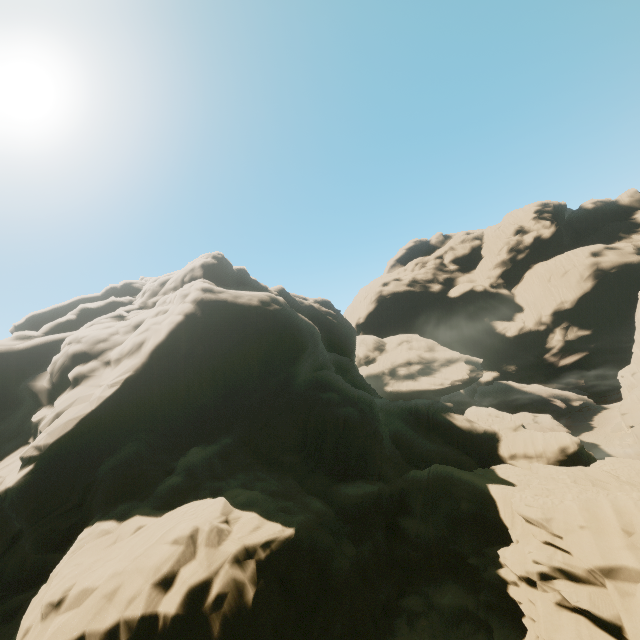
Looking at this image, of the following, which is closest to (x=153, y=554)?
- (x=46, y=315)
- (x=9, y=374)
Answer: (x=9, y=374)
